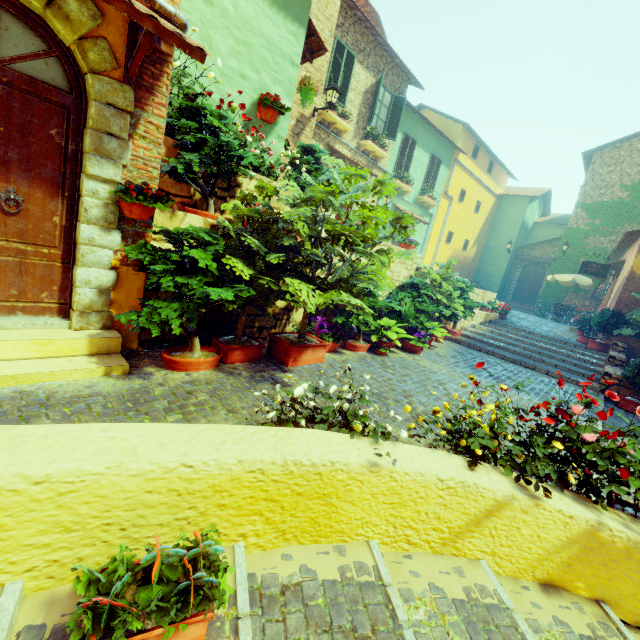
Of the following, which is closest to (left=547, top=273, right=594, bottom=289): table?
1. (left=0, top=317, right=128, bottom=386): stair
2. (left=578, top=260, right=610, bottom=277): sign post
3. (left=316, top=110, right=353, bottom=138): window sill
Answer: (left=578, top=260, right=610, bottom=277): sign post

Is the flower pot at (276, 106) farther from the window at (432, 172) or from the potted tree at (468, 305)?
the window at (432, 172)

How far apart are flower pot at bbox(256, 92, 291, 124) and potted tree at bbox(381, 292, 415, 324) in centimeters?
442cm

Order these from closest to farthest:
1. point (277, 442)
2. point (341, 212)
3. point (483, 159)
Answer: A: point (277, 442) → point (341, 212) → point (483, 159)

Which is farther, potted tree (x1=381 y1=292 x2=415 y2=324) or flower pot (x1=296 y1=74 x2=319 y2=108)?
potted tree (x1=381 y1=292 x2=415 y2=324)

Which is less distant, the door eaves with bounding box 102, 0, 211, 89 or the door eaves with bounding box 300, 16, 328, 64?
the door eaves with bounding box 102, 0, 211, 89

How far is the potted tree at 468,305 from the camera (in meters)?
9.77

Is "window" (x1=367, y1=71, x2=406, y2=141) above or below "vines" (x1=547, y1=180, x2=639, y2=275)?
above
